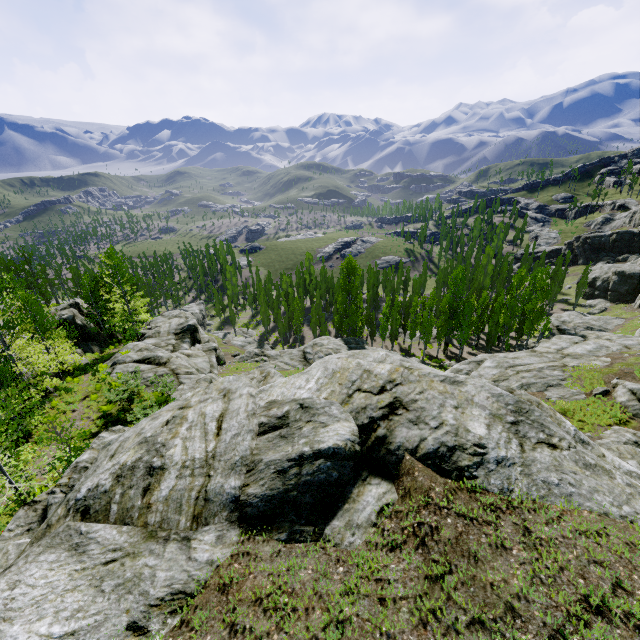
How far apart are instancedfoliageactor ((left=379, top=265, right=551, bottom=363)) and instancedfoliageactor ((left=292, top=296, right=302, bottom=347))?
26.67m

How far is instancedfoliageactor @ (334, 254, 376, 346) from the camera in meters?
48.5

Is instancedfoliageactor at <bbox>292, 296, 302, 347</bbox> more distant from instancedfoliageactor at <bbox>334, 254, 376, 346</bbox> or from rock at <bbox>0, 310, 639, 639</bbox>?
rock at <bbox>0, 310, 639, 639</bbox>

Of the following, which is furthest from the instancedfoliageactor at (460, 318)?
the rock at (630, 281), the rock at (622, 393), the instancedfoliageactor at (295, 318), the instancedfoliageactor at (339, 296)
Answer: the instancedfoliageactor at (295, 318)

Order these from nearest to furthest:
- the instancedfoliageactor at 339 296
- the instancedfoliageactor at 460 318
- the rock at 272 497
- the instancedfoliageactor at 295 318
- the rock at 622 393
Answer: the rock at 272 497 < the rock at 622 393 < the instancedfoliageactor at 460 318 < the instancedfoliageactor at 339 296 < the instancedfoliageactor at 295 318

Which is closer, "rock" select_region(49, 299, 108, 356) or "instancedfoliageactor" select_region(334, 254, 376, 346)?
"rock" select_region(49, 299, 108, 356)

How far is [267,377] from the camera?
10.11m

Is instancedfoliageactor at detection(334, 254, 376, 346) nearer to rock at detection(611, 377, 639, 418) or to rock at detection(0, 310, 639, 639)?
rock at detection(0, 310, 639, 639)
